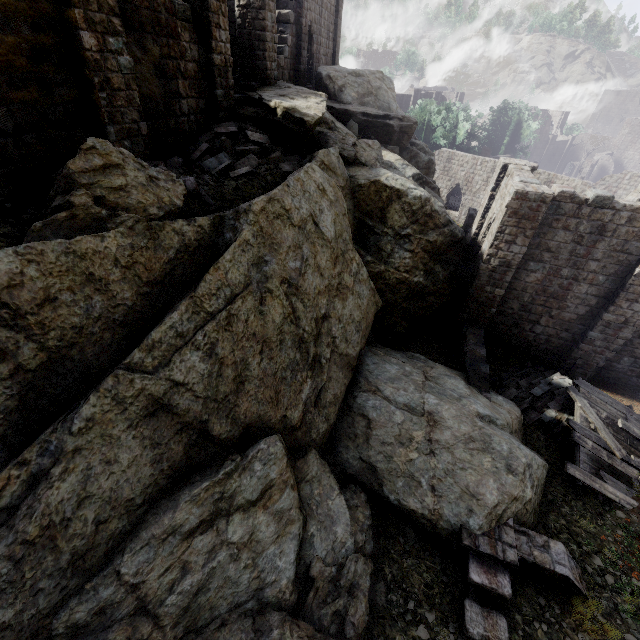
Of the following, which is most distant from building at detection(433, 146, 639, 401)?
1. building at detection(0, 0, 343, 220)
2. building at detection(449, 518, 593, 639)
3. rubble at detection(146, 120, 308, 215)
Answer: building at detection(449, 518, 593, 639)

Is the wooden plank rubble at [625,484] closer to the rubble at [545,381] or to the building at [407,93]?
the rubble at [545,381]

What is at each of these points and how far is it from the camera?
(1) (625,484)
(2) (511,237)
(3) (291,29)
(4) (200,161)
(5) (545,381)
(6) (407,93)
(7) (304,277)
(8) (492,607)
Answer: (1) wooden plank rubble, 10.3 meters
(2) building, 12.5 meters
(3) building, 16.9 meters
(4) rubble, 10.1 meters
(5) rubble, 13.3 meters
(6) building, 50.1 meters
(7) rock, 8.6 meters
(8) building, 7.2 meters

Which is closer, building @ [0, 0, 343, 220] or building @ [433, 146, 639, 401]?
building @ [0, 0, 343, 220]

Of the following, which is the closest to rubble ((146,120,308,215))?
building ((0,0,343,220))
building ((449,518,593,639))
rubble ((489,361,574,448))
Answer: building ((0,0,343,220))

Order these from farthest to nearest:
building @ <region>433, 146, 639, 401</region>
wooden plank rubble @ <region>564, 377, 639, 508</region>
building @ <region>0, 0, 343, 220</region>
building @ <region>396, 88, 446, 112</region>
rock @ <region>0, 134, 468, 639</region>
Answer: building @ <region>396, 88, 446, 112</region>, building @ <region>433, 146, 639, 401</region>, wooden plank rubble @ <region>564, 377, 639, 508</region>, building @ <region>0, 0, 343, 220</region>, rock @ <region>0, 134, 468, 639</region>

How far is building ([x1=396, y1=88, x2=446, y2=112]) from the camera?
49.5 meters

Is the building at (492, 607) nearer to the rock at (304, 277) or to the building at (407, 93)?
the rock at (304, 277)
